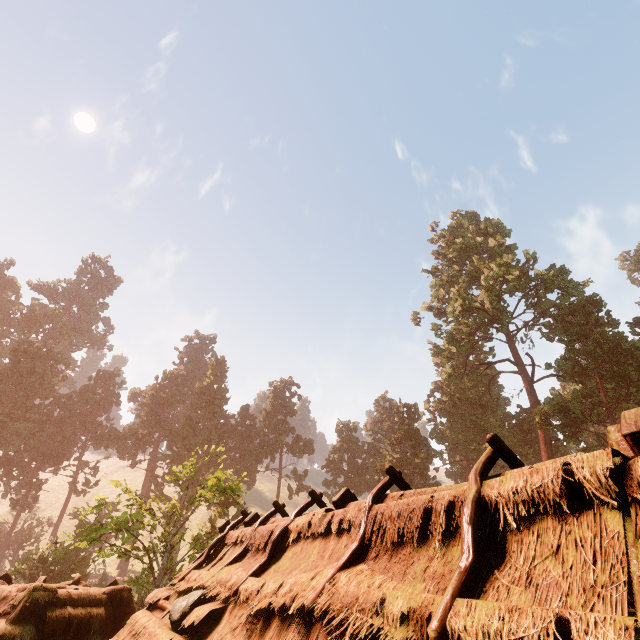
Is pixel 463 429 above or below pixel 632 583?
above

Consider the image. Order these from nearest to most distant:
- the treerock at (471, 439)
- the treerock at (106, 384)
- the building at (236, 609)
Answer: the building at (236, 609) < the treerock at (106, 384) < the treerock at (471, 439)

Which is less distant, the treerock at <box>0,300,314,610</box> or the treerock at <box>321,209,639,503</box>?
the treerock at <box>0,300,314,610</box>

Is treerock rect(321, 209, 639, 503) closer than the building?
No

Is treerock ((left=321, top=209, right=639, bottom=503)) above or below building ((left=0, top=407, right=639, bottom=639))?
above

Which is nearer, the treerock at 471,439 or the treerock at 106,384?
the treerock at 106,384

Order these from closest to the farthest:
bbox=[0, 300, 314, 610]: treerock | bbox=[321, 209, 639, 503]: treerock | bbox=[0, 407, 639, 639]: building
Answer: bbox=[0, 407, 639, 639]: building
bbox=[0, 300, 314, 610]: treerock
bbox=[321, 209, 639, 503]: treerock
